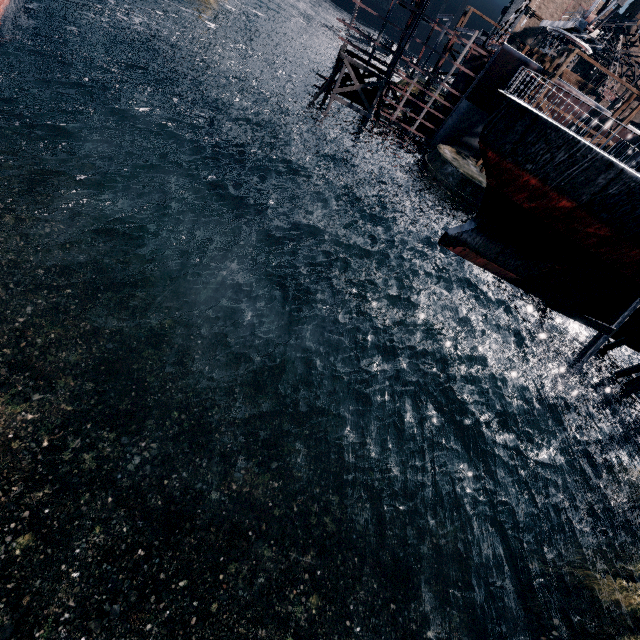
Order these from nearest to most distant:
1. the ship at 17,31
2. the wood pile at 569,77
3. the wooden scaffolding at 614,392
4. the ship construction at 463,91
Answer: the wooden scaffolding at 614,392
the ship at 17,31
the ship construction at 463,91
the wood pile at 569,77

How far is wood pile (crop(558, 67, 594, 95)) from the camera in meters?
37.1

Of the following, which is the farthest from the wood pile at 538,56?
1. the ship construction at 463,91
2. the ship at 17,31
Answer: the ship at 17,31

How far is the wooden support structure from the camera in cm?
3417

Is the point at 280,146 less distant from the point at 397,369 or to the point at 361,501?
the point at 397,369

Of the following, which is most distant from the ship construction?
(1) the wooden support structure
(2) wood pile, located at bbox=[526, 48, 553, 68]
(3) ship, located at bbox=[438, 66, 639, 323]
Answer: (3) ship, located at bbox=[438, 66, 639, 323]

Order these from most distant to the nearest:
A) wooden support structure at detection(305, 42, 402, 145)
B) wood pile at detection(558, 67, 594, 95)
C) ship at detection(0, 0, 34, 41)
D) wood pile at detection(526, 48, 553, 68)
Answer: wood pile at detection(558, 67, 594, 95) → wood pile at detection(526, 48, 553, 68) → wooden support structure at detection(305, 42, 402, 145) → ship at detection(0, 0, 34, 41)
